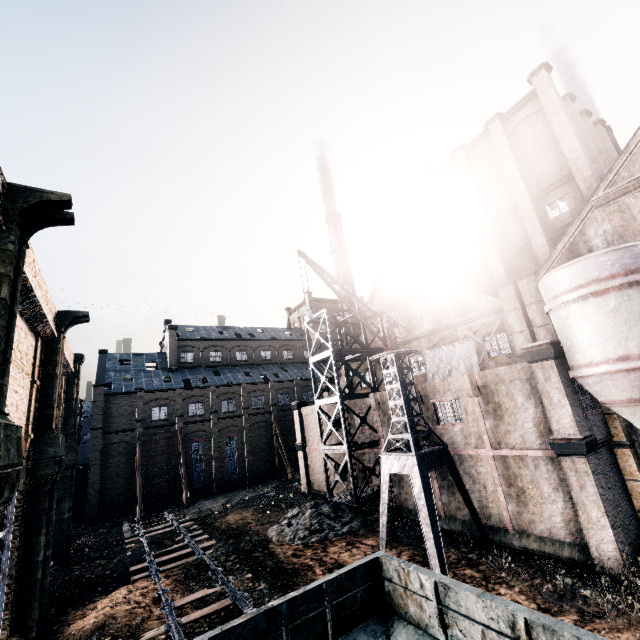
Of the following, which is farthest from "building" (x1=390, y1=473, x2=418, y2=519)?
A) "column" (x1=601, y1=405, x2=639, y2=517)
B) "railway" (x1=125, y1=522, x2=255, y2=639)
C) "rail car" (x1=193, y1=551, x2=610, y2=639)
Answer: "railway" (x1=125, y1=522, x2=255, y2=639)

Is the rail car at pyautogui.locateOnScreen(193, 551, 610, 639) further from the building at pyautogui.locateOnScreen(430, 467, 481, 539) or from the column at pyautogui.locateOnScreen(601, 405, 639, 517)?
the column at pyautogui.locateOnScreen(601, 405, 639, 517)

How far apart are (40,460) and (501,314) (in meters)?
29.30

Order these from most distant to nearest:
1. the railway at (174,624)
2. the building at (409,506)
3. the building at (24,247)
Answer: the building at (409,506) < the railway at (174,624) < the building at (24,247)

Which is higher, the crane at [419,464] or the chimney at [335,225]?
the chimney at [335,225]

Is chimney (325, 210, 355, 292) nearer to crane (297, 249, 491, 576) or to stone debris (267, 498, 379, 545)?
stone debris (267, 498, 379, 545)

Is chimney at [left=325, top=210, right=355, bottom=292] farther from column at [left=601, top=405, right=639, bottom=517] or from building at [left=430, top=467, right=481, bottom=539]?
column at [left=601, top=405, right=639, bottom=517]

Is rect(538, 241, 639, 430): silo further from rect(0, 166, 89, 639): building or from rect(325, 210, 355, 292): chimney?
rect(325, 210, 355, 292): chimney
